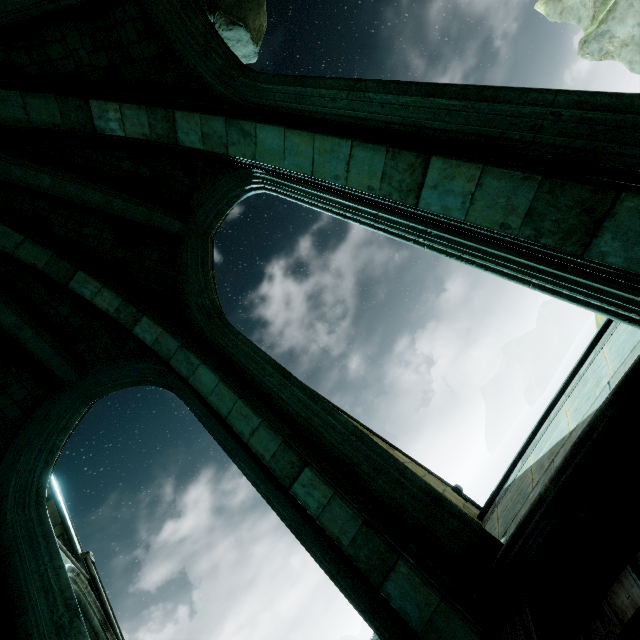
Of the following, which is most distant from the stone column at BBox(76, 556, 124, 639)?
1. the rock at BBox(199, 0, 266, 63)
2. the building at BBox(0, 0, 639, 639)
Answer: the rock at BBox(199, 0, 266, 63)

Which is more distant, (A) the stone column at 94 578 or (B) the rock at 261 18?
(A) the stone column at 94 578

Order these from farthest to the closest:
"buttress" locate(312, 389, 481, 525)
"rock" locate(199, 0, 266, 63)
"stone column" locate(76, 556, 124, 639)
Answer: "stone column" locate(76, 556, 124, 639) → "buttress" locate(312, 389, 481, 525) → "rock" locate(199, 0, 266, 63)

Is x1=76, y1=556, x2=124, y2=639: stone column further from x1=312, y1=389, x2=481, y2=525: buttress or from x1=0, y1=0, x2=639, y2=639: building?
x1=312, y1=389, x2=481, y2=525: buttress

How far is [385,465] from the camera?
3.43m

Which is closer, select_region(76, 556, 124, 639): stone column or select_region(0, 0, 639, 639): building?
select_region(0, 0, 639, 639): building

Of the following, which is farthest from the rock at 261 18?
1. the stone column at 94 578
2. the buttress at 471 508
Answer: the stone column at 94 578
